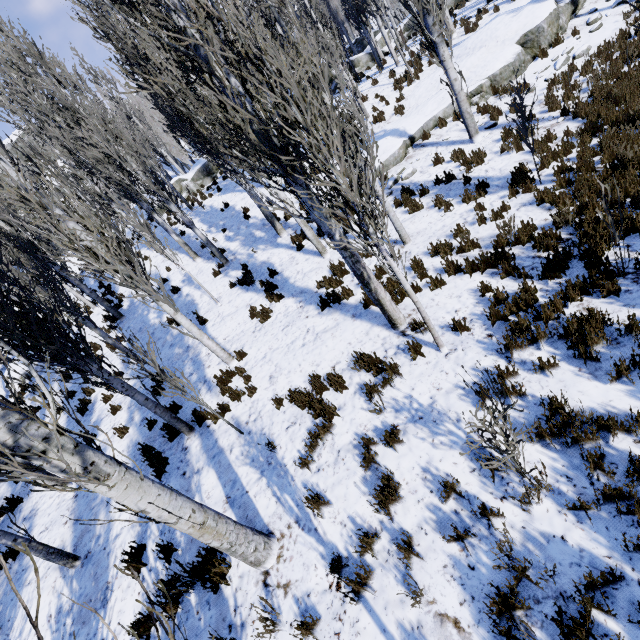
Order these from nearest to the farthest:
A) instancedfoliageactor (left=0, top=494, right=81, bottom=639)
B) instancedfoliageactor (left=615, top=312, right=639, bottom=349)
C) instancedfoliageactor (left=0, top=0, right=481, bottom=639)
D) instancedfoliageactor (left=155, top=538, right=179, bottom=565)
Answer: instancedfoliageactor (left=0, top=494, right=81, bottom=639)
instancedfoliageactor (left=0, top=0, right=481, bottom=639)
instancedfoliageactor (left=615, top=312, right=639, bottom=349)
instancedfoliageactor (left=155, top=538, right=179, bottom=565)

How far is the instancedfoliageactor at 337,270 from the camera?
7.67m

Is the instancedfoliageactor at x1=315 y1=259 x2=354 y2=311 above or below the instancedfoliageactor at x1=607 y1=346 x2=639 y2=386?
above

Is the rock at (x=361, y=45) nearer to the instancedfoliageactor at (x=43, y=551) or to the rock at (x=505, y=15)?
the instancedfoliageactor at (x=43, y=551)

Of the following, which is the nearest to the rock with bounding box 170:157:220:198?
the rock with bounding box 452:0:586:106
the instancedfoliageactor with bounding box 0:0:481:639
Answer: the instancedfoliageactor with bounding box 0:0:481:639

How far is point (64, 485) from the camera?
7.4 meters

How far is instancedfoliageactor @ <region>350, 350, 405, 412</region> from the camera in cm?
514
